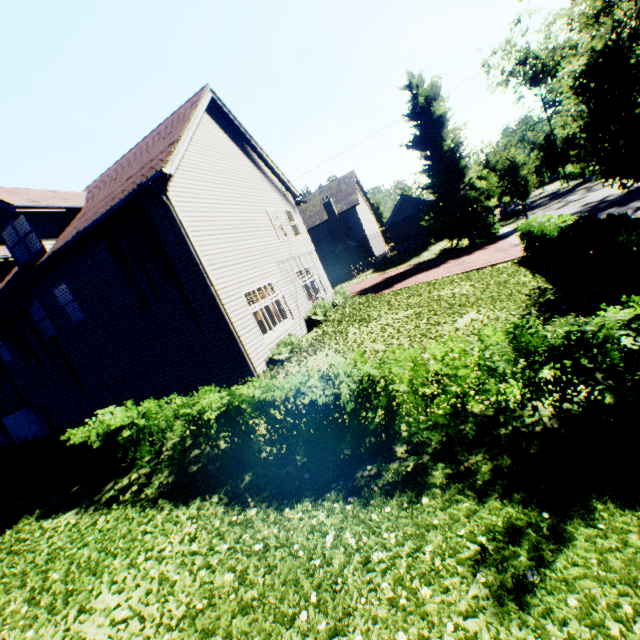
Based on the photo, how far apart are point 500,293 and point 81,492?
14.1 meters

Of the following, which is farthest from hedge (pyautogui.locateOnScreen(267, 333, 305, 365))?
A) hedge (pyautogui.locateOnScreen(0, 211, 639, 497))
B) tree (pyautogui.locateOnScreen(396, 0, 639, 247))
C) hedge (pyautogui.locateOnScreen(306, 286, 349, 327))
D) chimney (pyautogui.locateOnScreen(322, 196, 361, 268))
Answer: chimney (pyautogui.locateOnScreen(322, 196, 361, 268))

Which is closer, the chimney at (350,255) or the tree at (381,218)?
the chimney at (350,255)

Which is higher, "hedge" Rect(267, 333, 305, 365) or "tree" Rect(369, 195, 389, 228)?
"tree" Rect(369, 195, 389, 228)

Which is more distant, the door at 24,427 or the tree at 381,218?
the tree at 381,218

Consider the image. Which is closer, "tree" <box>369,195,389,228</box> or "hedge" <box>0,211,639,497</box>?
"hedge" <box>0,211,639,497</box>

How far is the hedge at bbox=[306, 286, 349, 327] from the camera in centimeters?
1521cm

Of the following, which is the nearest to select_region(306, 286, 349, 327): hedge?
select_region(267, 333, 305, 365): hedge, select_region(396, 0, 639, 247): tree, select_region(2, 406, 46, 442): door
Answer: select_region(267, 333, 305, 365): hedge
